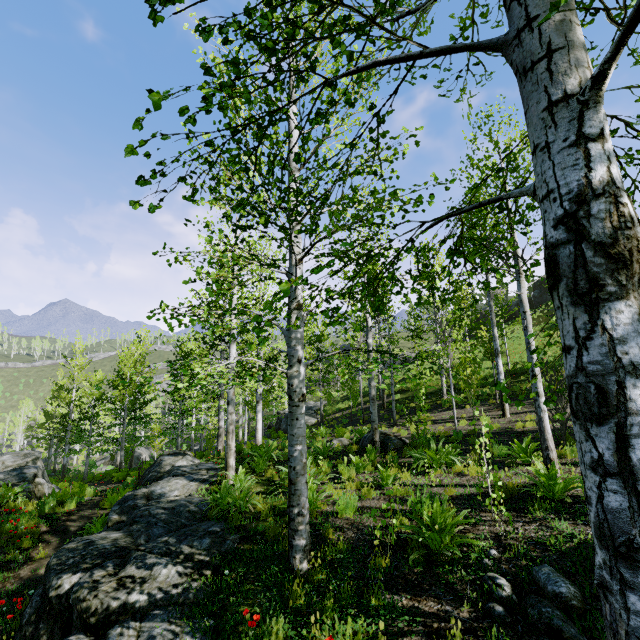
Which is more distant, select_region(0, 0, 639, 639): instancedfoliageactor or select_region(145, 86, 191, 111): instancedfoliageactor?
select_region(145, 86, 191, 111): instancedfoliageactor

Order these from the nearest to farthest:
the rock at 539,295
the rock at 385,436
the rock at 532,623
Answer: the rock at 532,623 → the rock at 385,436 → the rock at 539,295

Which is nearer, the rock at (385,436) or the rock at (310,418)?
the rock at (385,436)

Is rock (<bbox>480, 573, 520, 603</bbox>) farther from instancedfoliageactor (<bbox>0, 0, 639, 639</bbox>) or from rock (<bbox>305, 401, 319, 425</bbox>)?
rock (<bbox>305, 401, 319, 425</bbox>)

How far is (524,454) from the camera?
7.6m

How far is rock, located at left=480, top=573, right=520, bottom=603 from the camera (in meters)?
3.45

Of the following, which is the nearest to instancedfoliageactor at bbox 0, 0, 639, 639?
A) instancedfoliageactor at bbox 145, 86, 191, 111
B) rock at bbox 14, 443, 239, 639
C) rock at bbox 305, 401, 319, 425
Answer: instancedfoliageactor at bbox 145, 86, 191, 111

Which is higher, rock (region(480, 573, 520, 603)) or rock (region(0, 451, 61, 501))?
rock (region(480, 573, 520, 603))
